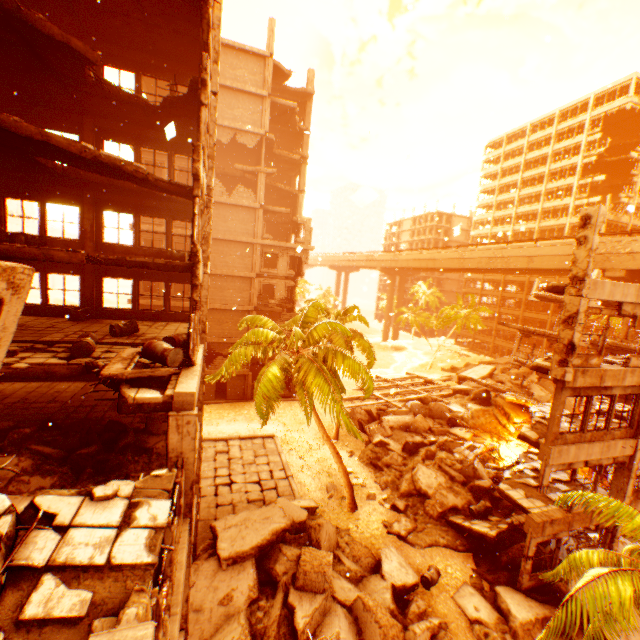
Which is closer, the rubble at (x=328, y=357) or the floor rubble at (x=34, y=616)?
the floor rubble at (x=34, y=616)

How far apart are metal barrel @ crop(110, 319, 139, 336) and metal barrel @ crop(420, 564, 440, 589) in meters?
15.2

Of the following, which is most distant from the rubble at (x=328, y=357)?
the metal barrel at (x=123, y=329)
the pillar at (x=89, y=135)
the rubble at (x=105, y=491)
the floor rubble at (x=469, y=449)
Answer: the pillar at (x=89, y=135)

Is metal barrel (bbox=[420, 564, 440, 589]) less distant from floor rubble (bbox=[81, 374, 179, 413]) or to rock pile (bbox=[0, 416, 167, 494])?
rock pile (bbox=[0, 416, 167, 494])

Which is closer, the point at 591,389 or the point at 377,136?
the point at 591,389

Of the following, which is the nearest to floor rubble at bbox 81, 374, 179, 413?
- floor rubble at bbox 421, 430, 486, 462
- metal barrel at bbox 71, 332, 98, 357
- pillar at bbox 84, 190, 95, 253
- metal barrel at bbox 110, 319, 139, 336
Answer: metal barrel at bbox 71, 332, 98, 357

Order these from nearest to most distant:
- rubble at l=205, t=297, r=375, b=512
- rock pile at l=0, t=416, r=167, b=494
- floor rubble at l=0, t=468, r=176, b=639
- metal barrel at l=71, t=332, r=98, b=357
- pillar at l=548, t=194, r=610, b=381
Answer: floor rubble at l=0, t=468, r=176, b=639, rock pile at l=0, t=416, r=167, b=494, metal barrel at l=71, t=332, r=98, b=357, pillar at l=548, t=194, r=610, b=381, rubble at l=205, t=297, r=375, b=512

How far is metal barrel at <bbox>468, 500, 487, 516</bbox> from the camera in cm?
1638
